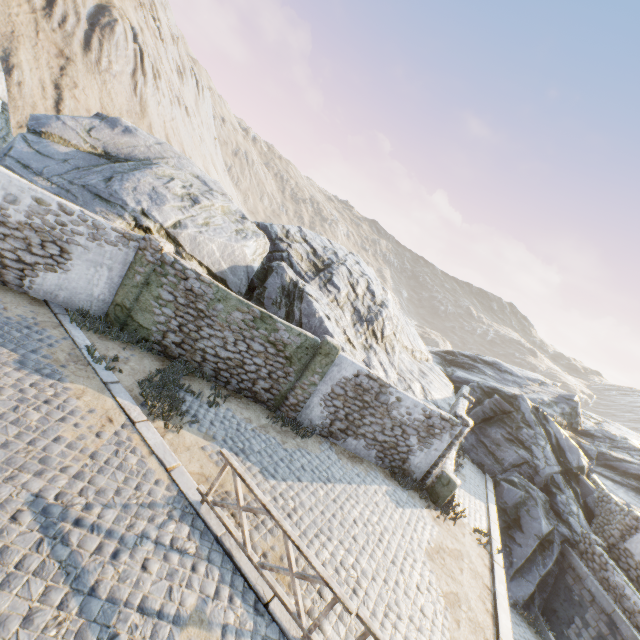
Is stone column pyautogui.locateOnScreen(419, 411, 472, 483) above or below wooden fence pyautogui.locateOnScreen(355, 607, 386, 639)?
above

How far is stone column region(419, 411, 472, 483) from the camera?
11.9 meters

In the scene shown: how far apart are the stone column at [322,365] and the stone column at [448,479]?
5.1 meters

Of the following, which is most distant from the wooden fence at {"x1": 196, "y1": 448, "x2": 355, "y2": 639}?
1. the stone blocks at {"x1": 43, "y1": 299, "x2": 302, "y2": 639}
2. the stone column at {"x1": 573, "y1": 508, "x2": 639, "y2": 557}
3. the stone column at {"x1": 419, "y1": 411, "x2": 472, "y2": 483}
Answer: the stone column at {"x1": 573, "y1": 508, "x2": 639, "y2": 557}

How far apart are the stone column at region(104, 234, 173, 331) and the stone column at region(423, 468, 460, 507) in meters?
11.4 m

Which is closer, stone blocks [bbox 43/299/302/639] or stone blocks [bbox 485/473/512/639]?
stone blocks [bbox 43/299/302/639]

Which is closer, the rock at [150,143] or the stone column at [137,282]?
the stone column at [137,282]

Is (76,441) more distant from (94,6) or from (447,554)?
(94,6)
